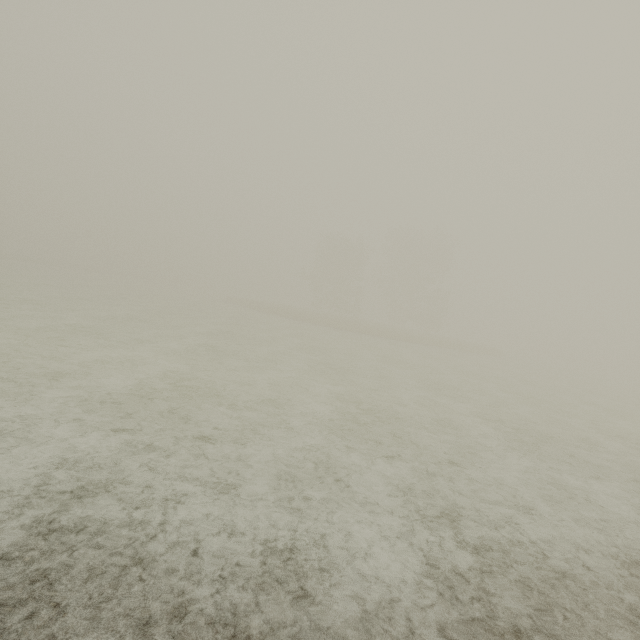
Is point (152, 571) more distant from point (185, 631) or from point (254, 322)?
point (254, 322)
